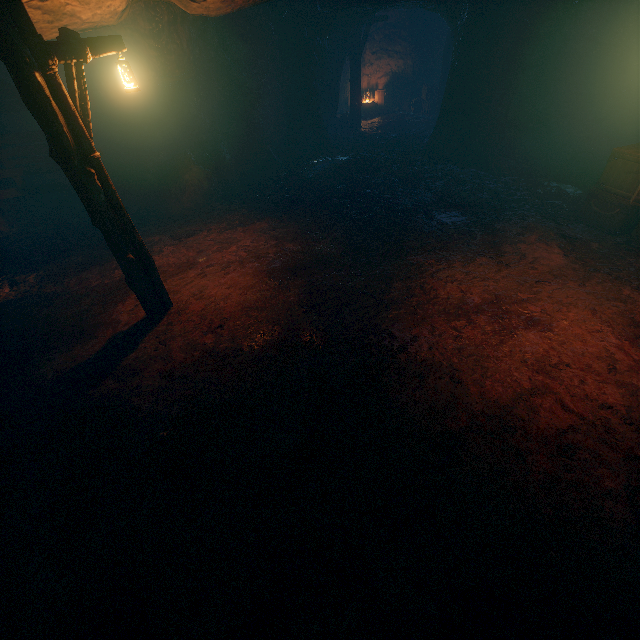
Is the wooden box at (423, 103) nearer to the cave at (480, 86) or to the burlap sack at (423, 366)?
the cave at (480, 86)

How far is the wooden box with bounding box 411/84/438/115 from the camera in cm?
1728

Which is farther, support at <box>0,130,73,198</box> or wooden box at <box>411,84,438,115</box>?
wooden box at <box>411,84,438,115</box>

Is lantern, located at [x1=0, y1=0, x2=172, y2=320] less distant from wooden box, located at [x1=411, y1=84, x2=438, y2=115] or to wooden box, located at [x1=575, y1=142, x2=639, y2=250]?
wooden box, located at [x1=575, y1=142, x2=639, y2=250]

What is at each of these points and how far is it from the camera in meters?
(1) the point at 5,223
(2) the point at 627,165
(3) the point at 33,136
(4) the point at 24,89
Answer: (1) support, 9.8
(2) wooden box, 6.9
(3) support, 8.7
(4) lantern, 3.9

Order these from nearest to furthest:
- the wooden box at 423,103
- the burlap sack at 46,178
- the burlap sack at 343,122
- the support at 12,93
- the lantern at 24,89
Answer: the lantern at 24,89, the support at 12,93, the burlap sack at 46,178, the burlap sack at 343,122, the wooden box at 423,103

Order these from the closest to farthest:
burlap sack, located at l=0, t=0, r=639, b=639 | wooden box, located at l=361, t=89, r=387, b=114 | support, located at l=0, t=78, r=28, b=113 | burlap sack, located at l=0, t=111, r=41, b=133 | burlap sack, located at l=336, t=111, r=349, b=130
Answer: burlap sack, located at l=0, t=0, r=639, b=639
support, located at l=0, t=78, r=28, b=113
burlap sack, located at l=0, t=111, r=41, b=133
burlap sack, located at l=336, t=111, r=349, b=130
wooden box, located at l=361, t=89, r=387, b=114
